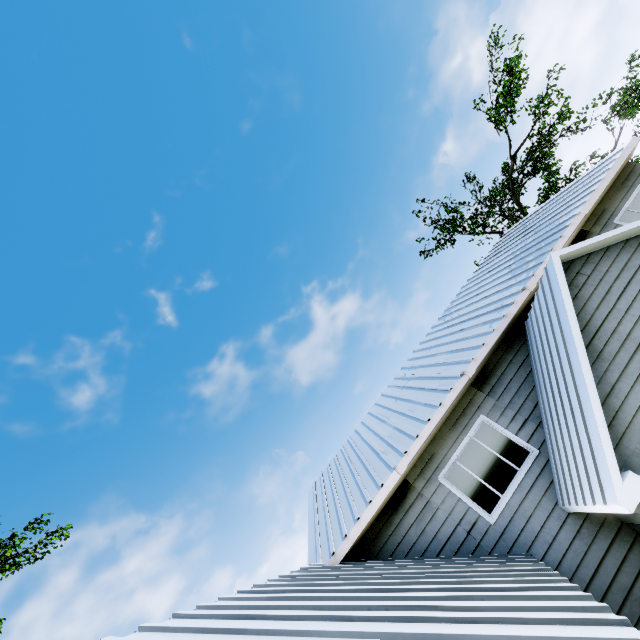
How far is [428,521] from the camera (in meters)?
7.61
